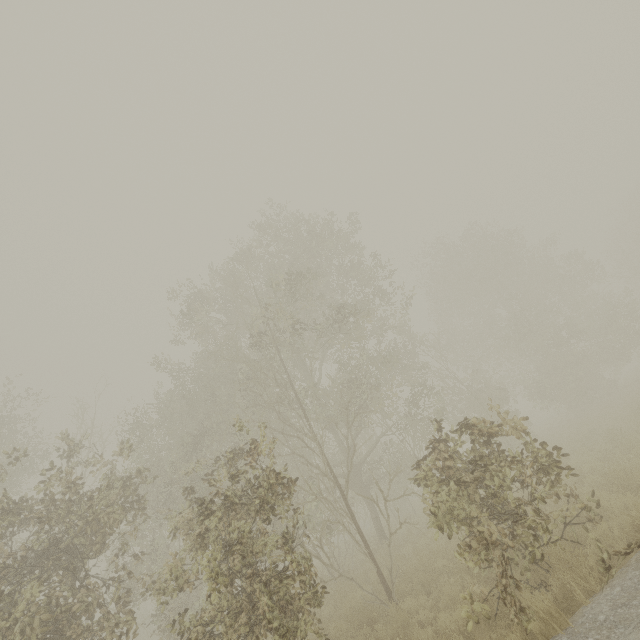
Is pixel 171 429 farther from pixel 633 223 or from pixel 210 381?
pixel 633 223
